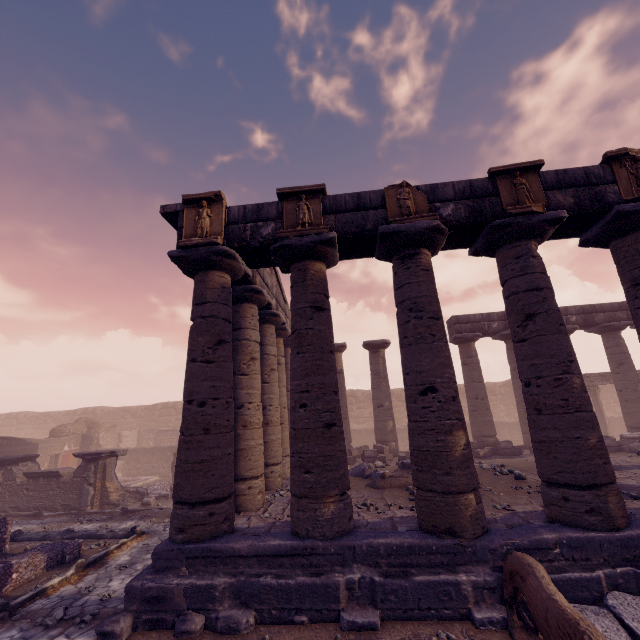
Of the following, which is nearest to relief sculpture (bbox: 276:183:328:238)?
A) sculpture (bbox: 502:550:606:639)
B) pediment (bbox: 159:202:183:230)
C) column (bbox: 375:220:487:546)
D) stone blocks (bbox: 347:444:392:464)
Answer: column (bbox: 375:220:487:546)

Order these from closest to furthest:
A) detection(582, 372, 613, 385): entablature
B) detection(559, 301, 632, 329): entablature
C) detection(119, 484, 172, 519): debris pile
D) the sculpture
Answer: the sculpture
detection(119, 484, 172, 519): debris pile
detection(559, 301, 632, 329): entablature
detection(582, 372, 613, 385): entablature

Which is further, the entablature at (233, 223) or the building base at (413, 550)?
the entablature at (233, 223)

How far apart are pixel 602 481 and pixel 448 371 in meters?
2.7 m

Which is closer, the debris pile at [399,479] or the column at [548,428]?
the column at [548,428]

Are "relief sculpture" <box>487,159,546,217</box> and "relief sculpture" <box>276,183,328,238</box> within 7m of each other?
yes

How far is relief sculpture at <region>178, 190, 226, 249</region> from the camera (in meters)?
6.63

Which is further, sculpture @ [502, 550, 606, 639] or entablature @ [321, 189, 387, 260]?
entablature @ [321, 189, 387, 260]
